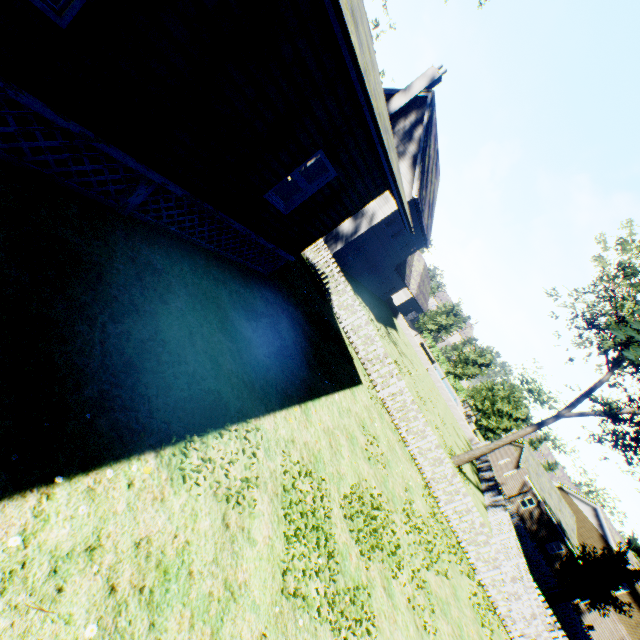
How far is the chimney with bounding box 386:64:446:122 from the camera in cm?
2059

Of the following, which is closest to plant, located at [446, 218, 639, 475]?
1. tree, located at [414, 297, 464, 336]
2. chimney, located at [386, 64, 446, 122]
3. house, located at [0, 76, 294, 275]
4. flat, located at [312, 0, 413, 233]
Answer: tree, located at [414, 297, 464, 336]

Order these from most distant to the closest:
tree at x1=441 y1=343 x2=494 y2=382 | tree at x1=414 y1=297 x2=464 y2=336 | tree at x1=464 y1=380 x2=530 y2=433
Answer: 1. tree at x1=414 y1=297 x2=464 y2=336
2. tree at x1=441 y1=343 x2=494 y2=382
3. tree at x1=464 y1=380 x2=530 y2=433

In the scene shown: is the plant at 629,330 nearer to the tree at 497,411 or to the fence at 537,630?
the fence at 537,630

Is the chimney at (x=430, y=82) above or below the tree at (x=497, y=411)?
above

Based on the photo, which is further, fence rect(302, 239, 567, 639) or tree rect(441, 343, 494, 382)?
tree rect(441, 343, 494, 382)

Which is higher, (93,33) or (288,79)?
(288,79)

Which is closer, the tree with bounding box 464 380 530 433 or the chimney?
the chimney
